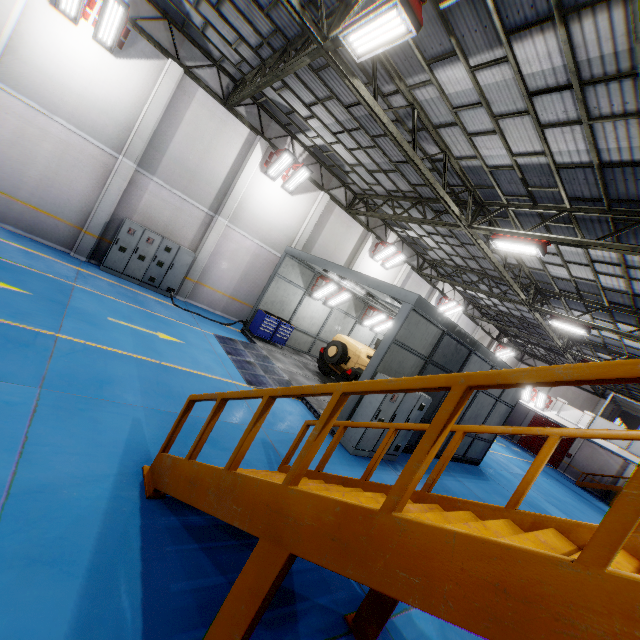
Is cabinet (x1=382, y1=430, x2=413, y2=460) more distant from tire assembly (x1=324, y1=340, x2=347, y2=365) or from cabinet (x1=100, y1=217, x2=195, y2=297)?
cabinet (x1=100, y1=217, x2=195, y2=297)

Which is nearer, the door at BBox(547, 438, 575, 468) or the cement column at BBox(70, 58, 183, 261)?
the cement column at BBox(70, 58, 183, 261)

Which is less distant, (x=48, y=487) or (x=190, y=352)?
(x=48, y=487)

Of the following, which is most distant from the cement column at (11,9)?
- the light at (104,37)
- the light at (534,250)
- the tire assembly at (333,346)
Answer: the light at (534,250)

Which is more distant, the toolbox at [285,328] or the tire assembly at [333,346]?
the toolbox at [285,328]

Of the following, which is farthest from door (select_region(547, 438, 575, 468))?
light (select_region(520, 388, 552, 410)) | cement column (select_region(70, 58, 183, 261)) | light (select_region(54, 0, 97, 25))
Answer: light (select_region(54, 0, 97, 25))

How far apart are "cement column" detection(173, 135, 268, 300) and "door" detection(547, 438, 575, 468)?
35.91m

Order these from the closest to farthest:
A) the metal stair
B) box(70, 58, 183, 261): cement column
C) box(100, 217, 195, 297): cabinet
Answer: the metal stair < box(70, 58, 183, 261): cement column < box(100, 217, 195, 297): cabinet
